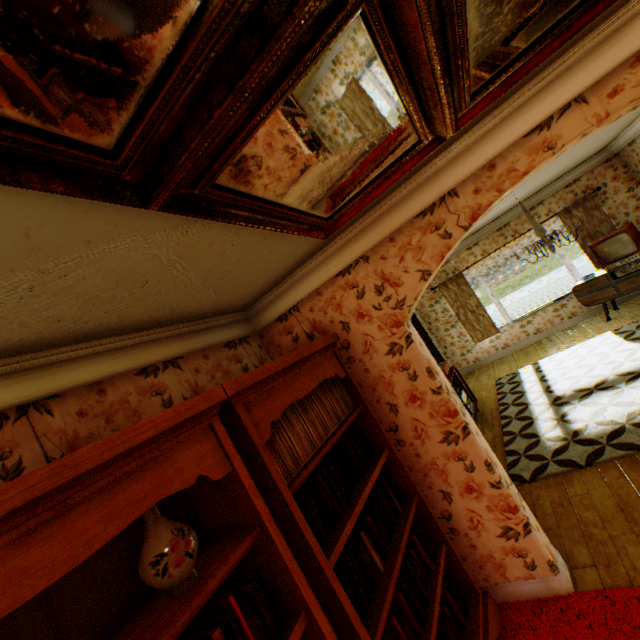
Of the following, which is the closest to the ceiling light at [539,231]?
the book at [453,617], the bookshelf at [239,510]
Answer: the bookshelf at [239,510]

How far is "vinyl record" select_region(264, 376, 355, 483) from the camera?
1.8 meters

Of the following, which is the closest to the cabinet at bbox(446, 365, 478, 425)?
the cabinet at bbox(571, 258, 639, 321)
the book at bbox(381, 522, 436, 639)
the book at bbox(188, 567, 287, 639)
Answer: the book at bbox(381, 522, 436, 639)

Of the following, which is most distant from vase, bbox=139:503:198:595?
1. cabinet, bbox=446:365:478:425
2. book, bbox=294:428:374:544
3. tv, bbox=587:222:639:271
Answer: tv, bbox=587:222:639:271

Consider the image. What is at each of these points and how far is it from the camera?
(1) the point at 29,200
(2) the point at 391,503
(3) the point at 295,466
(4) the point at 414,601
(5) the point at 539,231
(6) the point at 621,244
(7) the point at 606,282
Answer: (1) building, 0.90m
(2) book, 2.42m
(3) vinyl record, 1.82m
(4) book, 1.99m
(5) ceiling light, 4.70m
(6) tv, 6.20m
(7) cabinet, 6.57m

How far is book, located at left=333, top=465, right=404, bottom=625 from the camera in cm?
175

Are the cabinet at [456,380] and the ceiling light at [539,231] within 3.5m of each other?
yes

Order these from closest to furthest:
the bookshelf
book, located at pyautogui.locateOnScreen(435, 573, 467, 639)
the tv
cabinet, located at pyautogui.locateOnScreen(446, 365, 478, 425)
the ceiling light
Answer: the bookshelf
book, located at pyautogui.locateOnScreen(435, 573, 467, 639)
the ceiling light
cabinet, located at pyautogui.locateOnScreen(446, 365, 478, 425)
the tv
